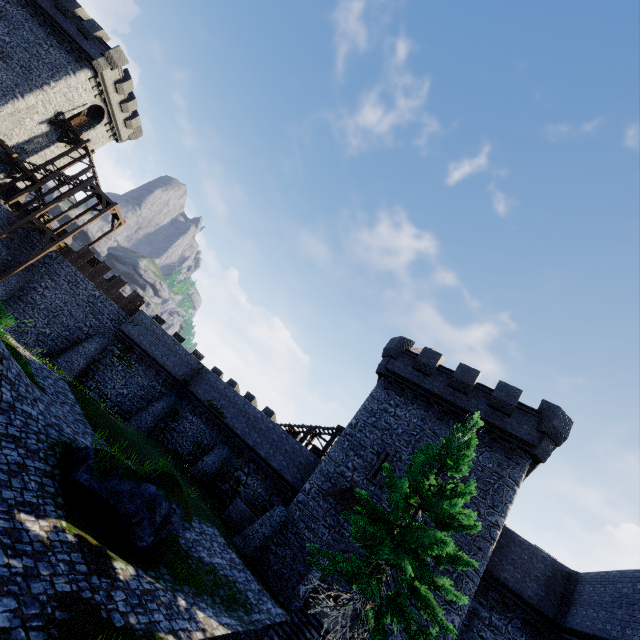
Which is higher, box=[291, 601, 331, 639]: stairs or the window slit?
the window slit

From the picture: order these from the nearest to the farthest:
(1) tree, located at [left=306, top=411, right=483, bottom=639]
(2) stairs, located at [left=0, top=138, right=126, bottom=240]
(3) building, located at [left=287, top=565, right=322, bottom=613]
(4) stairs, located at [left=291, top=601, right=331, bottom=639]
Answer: (1) tree, located at [left=306, top=411, right=483, bottom=639] → (4) stairs, located at [left=291, top=601, right=331, bottom=639] → (3) building, located at [left=287, top=565, right=322, bottom=613] → (2) stairs, located at [left=0, top=138, right=126, bottom=240]

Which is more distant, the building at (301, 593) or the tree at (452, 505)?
the building at (301, 593)

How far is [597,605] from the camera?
13.1m

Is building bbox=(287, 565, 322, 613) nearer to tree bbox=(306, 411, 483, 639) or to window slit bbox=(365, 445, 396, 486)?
window slit bbox=(365, 445, 396, 486)

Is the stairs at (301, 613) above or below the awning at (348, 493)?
below

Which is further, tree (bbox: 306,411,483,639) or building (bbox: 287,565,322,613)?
building (bbox: 287,565,322,613)

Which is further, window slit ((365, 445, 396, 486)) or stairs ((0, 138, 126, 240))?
stairs ((0, 138, 126, 240))
